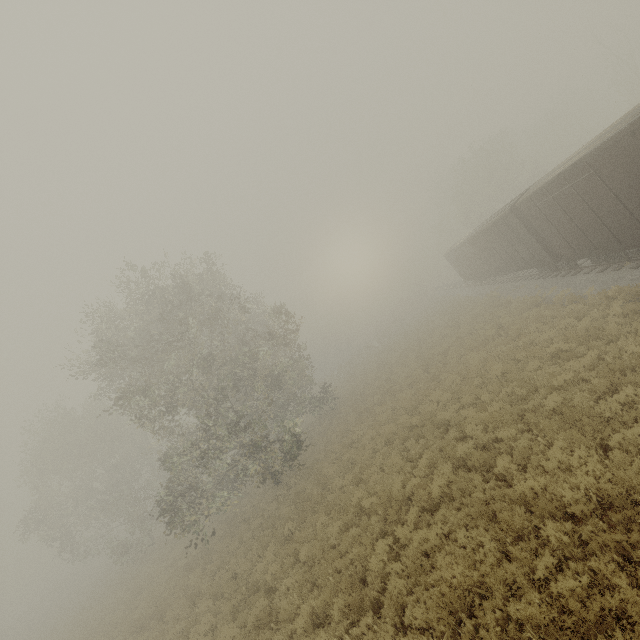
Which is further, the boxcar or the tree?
the boxcar

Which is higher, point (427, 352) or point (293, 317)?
point (293, 317)

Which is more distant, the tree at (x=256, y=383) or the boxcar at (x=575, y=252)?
the boxcar at (x=575, y=252)
